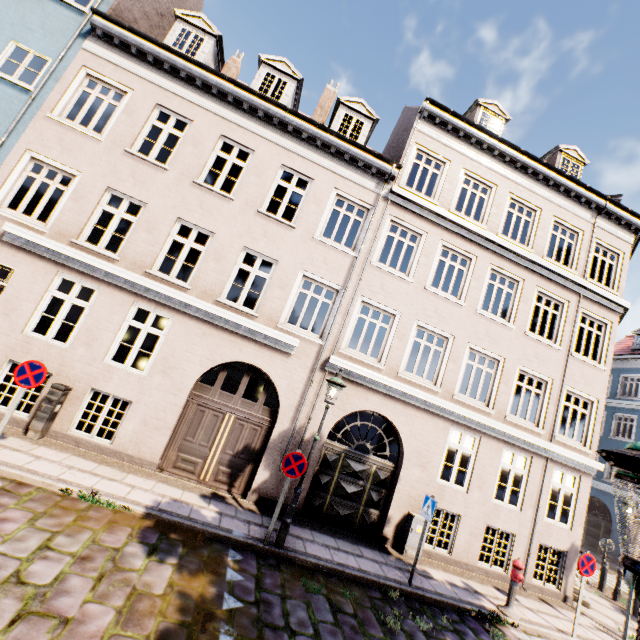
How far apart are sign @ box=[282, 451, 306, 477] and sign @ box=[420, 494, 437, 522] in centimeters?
325cm

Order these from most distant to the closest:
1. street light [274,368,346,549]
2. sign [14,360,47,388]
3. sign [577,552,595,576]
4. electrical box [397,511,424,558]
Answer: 1. electrical box [397,511,424,558]
2. sign [577,552,595,576]
3. street light [274,368,346,549]
4. sign [14,360,47,388]

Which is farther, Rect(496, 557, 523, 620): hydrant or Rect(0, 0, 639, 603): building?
Rect(0, 0, 639, 603): building

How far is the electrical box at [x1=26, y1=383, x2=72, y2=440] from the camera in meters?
7.4

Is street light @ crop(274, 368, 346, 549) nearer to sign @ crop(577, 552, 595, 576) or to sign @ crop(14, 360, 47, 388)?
sign @ crop(14, 360, 47, 388)

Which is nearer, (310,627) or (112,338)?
(310,627)

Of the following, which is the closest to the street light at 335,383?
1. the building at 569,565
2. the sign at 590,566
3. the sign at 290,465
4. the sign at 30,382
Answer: the sign at 290,465

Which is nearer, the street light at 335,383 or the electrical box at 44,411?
the street light at 335,383
